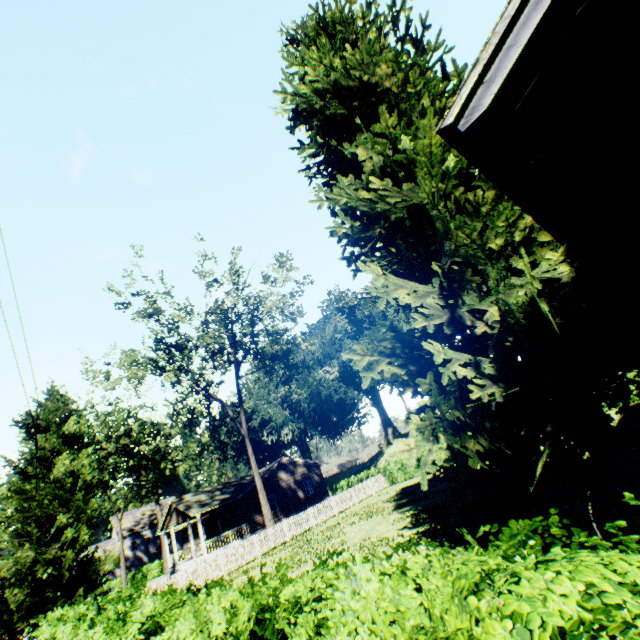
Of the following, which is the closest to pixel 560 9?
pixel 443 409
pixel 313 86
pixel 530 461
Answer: pixel 443 409

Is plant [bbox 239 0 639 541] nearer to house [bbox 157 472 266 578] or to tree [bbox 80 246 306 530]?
house [bbox 157 472 266 578]

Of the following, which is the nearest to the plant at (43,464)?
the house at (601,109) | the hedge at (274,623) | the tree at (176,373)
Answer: the house at (601,109)

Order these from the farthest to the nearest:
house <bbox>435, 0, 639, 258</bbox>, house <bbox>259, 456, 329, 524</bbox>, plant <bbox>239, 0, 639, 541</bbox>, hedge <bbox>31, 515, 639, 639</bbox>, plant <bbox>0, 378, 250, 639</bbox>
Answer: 1. house <bbox>259, 456, 329, 524</bbox>
2. plant <bbox>0, 378, 250, 639</bbox>
3. plant <bbox>239, 0, 639, 541</bbox>
4. house <bbox>435, 0, 639, 258</bbox>
5. hedge <bbox>31, 515, 639, 639</bbox>

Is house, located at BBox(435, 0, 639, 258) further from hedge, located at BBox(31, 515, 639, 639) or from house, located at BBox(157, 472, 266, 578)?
house, located at BBox(157, 472, 266, 578)

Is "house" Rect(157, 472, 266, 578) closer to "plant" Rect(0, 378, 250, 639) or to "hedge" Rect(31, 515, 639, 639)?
"plant" Rect(0, 378, 250, 639)

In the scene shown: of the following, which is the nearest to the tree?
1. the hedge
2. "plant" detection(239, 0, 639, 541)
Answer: "plant" detection(239, 0, 639, 541)

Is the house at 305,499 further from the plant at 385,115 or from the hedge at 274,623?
the hedge at 274,623
